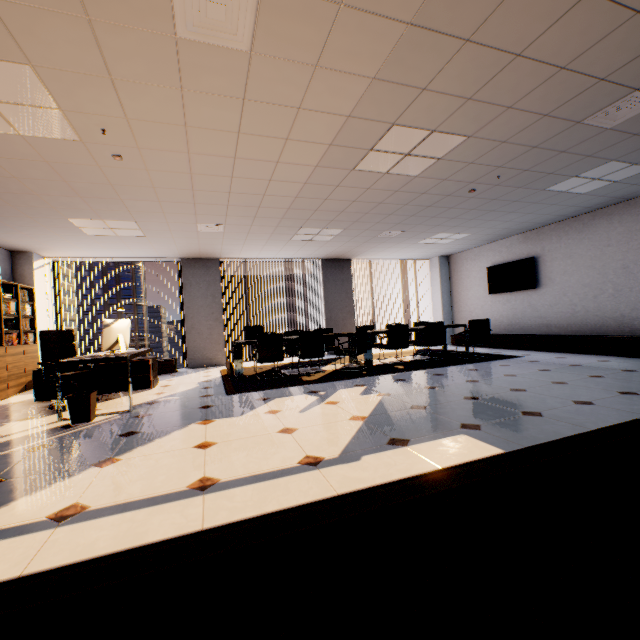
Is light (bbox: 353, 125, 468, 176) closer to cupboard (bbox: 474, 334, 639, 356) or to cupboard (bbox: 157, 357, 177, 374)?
cupboard (bbox: 474, 334, 639, 356)

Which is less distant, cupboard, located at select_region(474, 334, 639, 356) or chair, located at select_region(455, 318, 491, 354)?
cupboard, located at select_region(474, 334, 639, 356)

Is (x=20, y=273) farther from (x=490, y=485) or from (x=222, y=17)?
(x=490, y=485)

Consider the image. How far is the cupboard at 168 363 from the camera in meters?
7.7

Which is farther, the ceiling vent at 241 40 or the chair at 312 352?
the chair at 312 352

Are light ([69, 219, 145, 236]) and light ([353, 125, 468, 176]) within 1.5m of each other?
no

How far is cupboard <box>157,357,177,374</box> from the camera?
7.7m

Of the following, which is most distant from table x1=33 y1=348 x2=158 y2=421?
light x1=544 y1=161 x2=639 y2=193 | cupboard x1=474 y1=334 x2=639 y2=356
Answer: cupboard x1=474 y1=334 x2=639 y2=356
